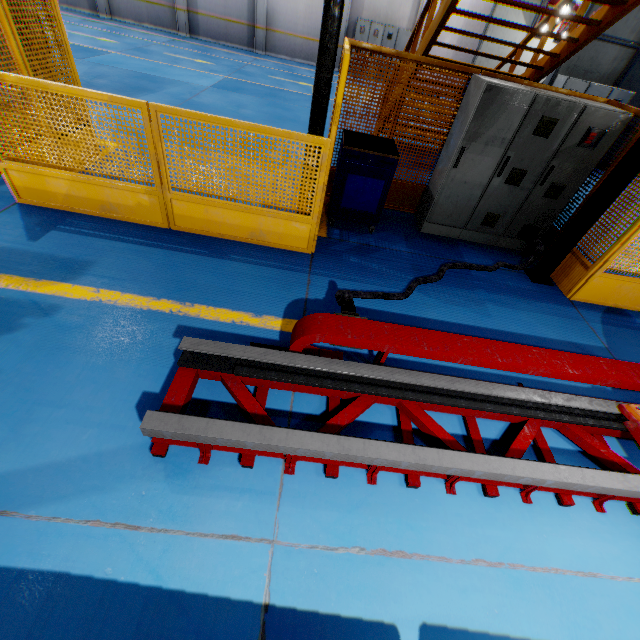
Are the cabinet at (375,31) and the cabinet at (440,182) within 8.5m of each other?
no

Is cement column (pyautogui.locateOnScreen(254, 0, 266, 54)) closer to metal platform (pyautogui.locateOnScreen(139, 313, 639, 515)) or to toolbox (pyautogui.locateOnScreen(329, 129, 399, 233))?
toolbox (pyautogui.locateOnScreen(329, 129, 399, 233))

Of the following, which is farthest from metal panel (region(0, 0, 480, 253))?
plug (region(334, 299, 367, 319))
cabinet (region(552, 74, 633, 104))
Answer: cabinet (region(552, 74, 633, 104))

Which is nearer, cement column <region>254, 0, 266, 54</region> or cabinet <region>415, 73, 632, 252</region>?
cabinet <region>415, 73, 632, 252</region>

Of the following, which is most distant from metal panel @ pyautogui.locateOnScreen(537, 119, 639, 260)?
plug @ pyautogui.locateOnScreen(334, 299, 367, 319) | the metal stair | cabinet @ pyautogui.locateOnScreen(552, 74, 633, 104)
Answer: cabinet @ pyautogui.locateOnScreen(552, 74, 633, 104)

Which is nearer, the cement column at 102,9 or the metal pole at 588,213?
the metal pole at 588,213

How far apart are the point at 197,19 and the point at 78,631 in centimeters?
2316cm

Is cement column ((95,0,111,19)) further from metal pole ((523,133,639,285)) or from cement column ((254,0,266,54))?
metal pole ((523,133,639,285))
